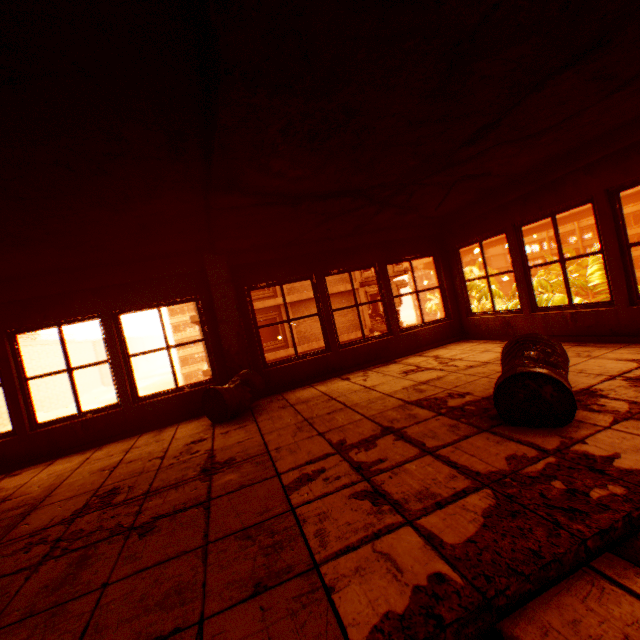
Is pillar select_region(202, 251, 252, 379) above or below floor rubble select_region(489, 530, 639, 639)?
above

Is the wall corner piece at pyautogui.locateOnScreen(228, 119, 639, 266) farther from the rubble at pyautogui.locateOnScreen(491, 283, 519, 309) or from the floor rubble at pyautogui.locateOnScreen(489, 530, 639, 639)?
the rubble at pyautogui.locateOnScreen(491, 283, 519, 309)

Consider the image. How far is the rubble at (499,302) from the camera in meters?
8.7

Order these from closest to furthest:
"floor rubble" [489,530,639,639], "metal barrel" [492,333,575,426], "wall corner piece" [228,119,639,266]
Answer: "floor rubble" [489,530,639,639]
"metal barrel" [492,333,575,426]
"wall corner piece" [228,119,639,266]

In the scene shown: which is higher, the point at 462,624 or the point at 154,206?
the point at 154,206

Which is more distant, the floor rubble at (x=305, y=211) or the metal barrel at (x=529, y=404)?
the floor rubble at (x=305, y=211)

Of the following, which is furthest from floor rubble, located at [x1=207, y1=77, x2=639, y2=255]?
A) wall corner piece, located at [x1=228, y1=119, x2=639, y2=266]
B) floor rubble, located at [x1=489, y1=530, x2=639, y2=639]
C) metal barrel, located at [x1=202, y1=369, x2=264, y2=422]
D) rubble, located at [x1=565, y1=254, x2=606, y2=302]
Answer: rubble, located at [x1=565, y1=254, x2=606, y2=302]

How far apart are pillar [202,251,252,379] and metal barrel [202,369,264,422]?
0.22m
